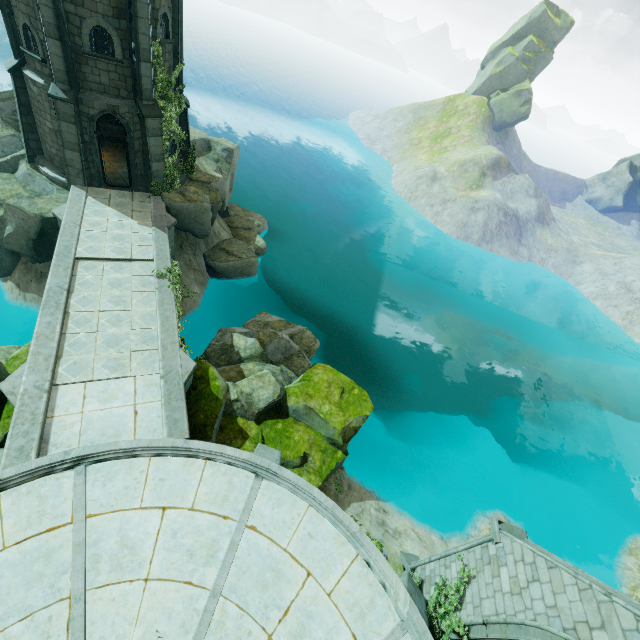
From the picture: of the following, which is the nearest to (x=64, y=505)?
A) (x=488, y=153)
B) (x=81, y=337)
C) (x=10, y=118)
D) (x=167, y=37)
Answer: (x=81, y=337)

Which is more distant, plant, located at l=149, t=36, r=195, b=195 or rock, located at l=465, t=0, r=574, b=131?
rock, located at l=465, t=0, r=574, b=131

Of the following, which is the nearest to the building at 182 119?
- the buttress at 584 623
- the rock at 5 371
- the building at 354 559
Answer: the rock at 5 371

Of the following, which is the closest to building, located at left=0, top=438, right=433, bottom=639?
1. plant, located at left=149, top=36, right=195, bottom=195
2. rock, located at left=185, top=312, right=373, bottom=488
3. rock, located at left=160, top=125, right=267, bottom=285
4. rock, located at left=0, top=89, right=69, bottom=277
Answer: rock, located at left=185, top=312, right=373, bottom=488

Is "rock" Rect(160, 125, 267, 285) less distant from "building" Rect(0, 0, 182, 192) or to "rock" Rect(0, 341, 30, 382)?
"building" Rect(0, 0, 182, 192)

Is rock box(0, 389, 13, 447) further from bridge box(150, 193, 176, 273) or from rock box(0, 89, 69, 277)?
rock box(0, 89, 69, 277)

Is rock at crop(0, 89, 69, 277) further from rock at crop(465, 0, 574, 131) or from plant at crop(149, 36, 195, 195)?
rock at crop(465, 0, 574, 131)

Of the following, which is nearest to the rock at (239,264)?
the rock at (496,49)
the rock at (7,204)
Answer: the rock at (7,204)
